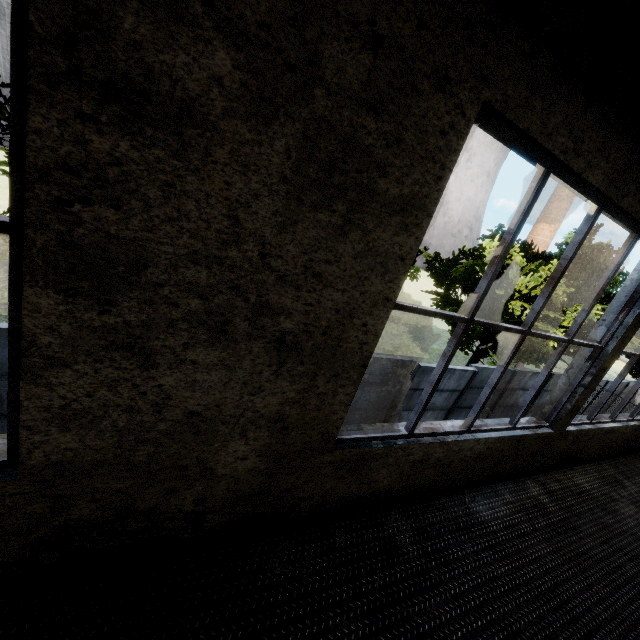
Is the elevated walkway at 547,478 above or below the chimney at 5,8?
below

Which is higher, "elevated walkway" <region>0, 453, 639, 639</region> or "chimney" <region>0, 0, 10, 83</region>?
"chimney" <region>0, 0, 10, 83</region>

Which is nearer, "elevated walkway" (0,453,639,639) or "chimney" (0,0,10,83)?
"elevated walkway" (0,453,639,639)

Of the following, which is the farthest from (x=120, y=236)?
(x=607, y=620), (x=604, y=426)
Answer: (x=604, y=426)

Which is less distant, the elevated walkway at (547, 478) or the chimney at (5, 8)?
the elevated walkway at (547, 478)
